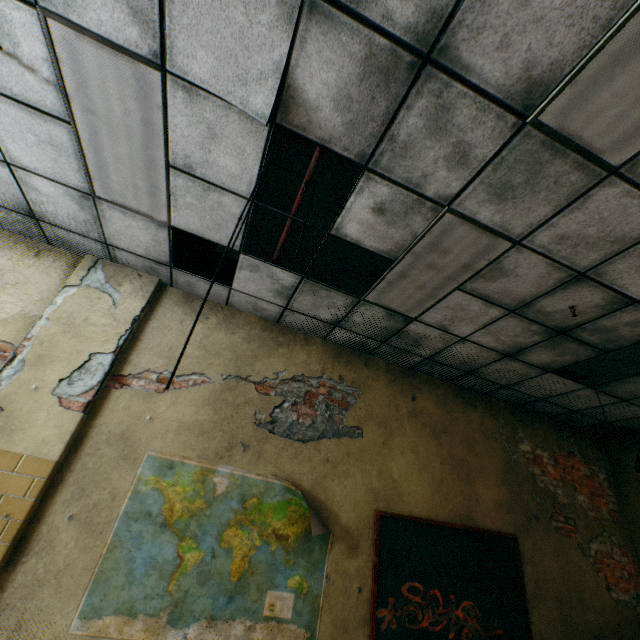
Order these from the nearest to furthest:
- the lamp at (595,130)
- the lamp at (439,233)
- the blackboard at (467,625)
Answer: the lamp at (595,130) → the lamp at (439,233) → the blackboard at (467,625)

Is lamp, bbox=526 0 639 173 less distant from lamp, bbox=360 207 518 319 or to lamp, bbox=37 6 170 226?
lamp, bbox=360 207 518 319

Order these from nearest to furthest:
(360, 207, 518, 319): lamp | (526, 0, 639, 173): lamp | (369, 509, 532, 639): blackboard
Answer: (526, 0, 639, 173): lamp
(360, 207, 518, 319): lamp
(369, 509, 532, 639): blackboard

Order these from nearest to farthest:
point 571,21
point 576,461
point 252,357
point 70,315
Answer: point 571,21
point 70,315
point 252,357
point 576,461

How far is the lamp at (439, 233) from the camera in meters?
2.5

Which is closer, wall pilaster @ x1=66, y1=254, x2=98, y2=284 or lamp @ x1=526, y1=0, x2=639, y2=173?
lamp @ x1=526, y1=0, x2=639, y2=173

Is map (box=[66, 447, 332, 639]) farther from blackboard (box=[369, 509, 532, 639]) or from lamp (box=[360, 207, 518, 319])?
lamp (box=[360, 207, 518, 319])

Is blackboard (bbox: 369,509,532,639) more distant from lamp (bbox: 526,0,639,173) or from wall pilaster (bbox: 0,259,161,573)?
lamp (bbox: 526,0,639,173)
